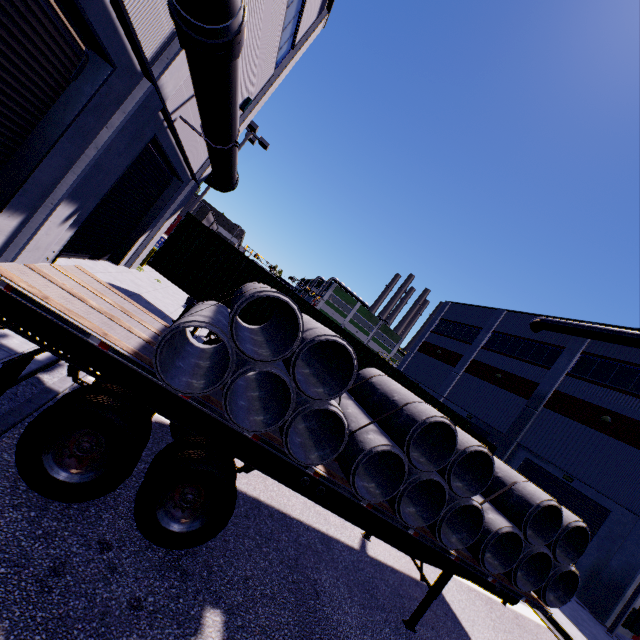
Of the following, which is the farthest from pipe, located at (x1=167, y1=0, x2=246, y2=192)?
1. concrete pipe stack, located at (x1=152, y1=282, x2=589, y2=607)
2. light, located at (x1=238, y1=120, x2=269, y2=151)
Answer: concrete pipe stack, located at (x1=152, y1=282, x2=589, y2=607)

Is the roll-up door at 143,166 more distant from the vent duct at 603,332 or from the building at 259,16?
the vent duct at 603,332

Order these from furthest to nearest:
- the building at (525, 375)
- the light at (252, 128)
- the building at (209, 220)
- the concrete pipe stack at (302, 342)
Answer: the building at (209, 220) → the light at (252, 128) → the building at (525, 375) → the concrete pipe stack at (302, 342)

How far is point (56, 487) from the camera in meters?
3.2 m

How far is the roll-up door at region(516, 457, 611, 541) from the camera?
16.7 meters

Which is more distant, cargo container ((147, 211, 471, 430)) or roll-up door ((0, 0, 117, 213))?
cargo container ((147, 211, 471, 430))

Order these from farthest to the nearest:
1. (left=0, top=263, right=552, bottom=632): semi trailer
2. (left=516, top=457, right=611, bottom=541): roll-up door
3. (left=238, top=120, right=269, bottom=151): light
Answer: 1. (left=238, top=120, right=269, bottom=151): light
2. (left=516, top=457, right=611, bottom=541): roll-up door
3. (left=0, top=263, right=552, bottom=632): semi trailer

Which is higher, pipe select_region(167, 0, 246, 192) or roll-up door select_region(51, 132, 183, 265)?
pipe select_region(167, 0, 246, 192)
